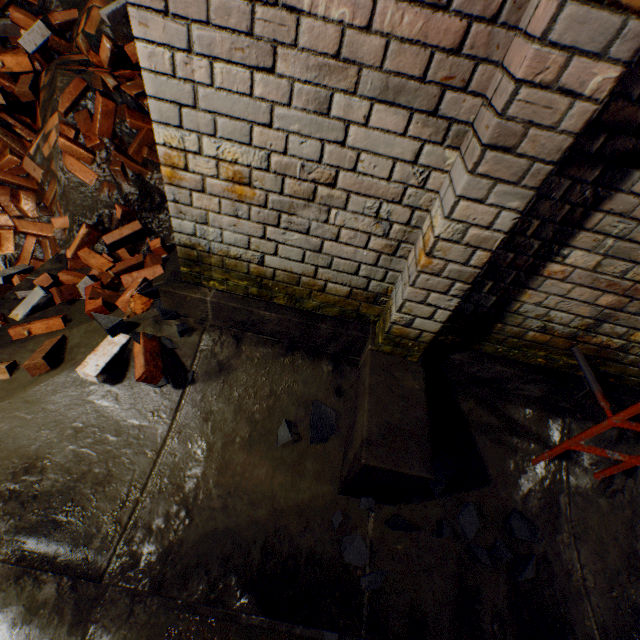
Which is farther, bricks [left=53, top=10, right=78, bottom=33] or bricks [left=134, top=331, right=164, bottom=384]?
bricks [left=53, top=10, right=78, bottom=33]

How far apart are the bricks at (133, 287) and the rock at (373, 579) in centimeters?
177cm

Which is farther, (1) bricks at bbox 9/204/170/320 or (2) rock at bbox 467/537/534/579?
(1) bricks at bbox 9/204/170/320

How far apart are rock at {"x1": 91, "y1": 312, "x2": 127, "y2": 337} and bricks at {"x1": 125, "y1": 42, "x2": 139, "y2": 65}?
2.19m

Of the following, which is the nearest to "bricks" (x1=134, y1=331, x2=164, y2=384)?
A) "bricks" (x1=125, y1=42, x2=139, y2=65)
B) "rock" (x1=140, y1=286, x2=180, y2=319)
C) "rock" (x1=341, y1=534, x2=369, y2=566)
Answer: "rock" (x1=140, y1=286, x2=180, y2=319)

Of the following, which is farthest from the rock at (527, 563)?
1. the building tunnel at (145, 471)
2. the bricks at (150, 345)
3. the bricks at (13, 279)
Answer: the bricks at (13, 279)

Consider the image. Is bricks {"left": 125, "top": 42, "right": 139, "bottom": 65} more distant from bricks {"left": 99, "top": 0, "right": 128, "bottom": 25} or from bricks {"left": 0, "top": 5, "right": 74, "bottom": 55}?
bricks {"left": 0, "top": 5, "right": 74, "bottom": 55}

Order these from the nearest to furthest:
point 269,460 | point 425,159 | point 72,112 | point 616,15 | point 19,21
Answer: point 616,15
point 425,159
point 269,460
point 72,112
point 19,21
